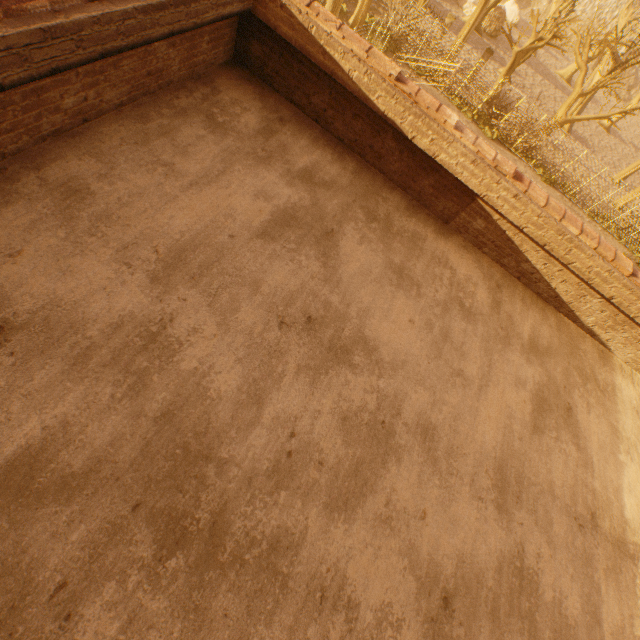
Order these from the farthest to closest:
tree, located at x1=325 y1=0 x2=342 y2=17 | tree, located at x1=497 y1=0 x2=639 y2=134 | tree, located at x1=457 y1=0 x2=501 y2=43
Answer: tree, located at x1=457 y1=0 x2=501 y2=43 < tree, located at x1=497 y1=0 x2=639 y2=134 < tree, located at x1=325 y1=0 x2=342 y2=17

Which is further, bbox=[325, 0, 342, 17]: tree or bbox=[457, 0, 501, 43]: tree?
bbox=[457, 0, 501, 43]: tree

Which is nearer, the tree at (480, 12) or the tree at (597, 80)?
the tree at (597, 80)

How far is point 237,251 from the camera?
3.28m

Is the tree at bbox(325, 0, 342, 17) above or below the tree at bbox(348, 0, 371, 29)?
above
